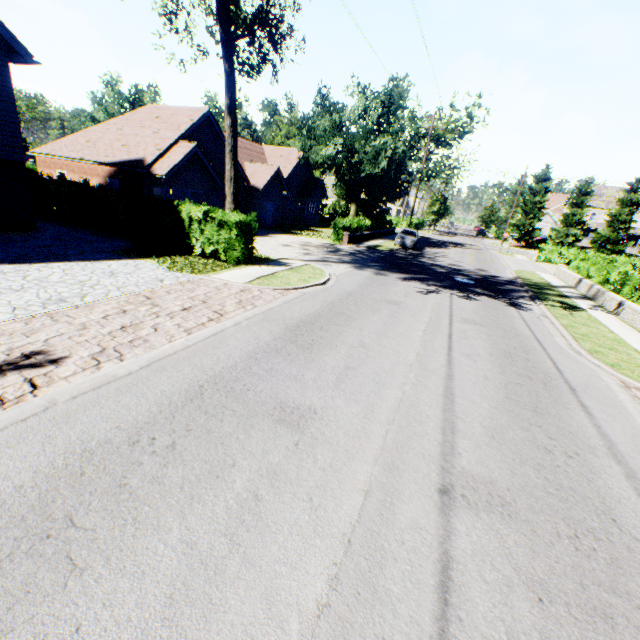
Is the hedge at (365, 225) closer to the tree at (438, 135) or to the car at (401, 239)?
the tree at (438, 135)

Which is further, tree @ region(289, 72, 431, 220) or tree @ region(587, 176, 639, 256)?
tree @ region(587, 176, 639, 256)

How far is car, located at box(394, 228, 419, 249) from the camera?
28.45m

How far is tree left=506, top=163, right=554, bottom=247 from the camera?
47.5 meters

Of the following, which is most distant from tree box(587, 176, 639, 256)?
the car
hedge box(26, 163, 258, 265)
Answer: the car

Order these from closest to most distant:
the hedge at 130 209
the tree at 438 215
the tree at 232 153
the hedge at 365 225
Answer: the tree at 232 153 < the hedge at 130 209 < the hedge at 365 225 < the tree at 438 215

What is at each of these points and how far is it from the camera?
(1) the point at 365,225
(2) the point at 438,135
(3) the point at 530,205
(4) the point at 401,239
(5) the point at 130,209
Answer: (1) hedge, 30.95m
(2) tree, 57.97m
(3) tree, 48.50m
(4) car, 28.56m
(5) hedge, 15.42m

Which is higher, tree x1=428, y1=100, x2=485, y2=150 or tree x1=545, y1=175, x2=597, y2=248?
tree x1=428, y1=100, x2=485, y2=150
